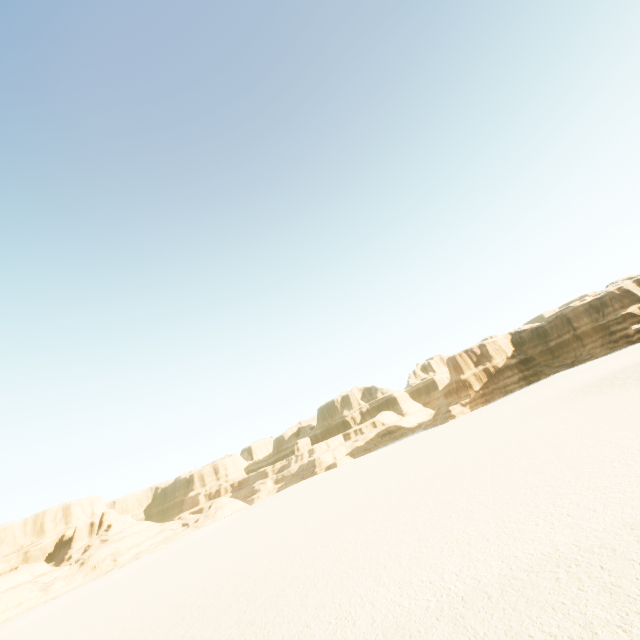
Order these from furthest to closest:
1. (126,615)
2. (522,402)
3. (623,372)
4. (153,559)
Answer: (153,559) < (522,402) < (623,372) < (126,615)
